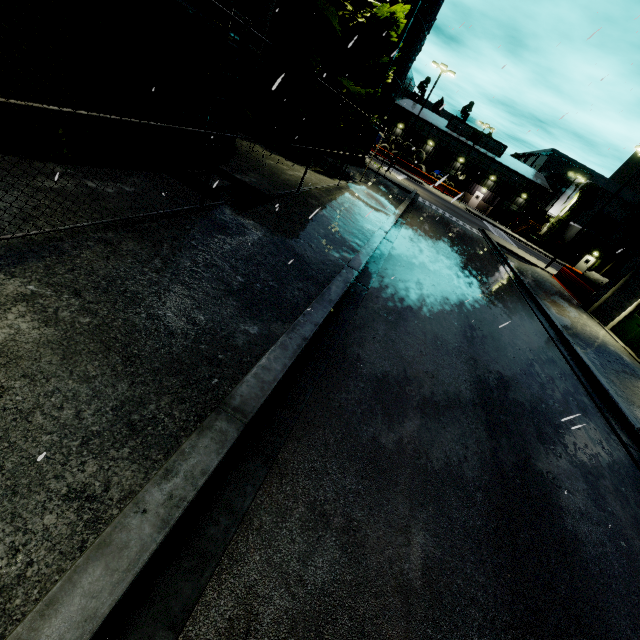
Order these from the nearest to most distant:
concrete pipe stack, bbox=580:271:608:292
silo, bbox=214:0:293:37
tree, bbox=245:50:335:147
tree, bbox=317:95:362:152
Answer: silo, bbox=214:0:293:37
tree, bbox=245:50:335:147
tree, bbox=317:95:362:152
concrete pipe stack, bbox=580:271:608:292

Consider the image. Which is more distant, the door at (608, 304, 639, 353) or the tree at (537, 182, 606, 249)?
the tree at (537, 182, 606, 249)

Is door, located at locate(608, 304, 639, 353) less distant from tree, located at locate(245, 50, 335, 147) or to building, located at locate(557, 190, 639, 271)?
building, located at locate(557, 190, 639, 271)

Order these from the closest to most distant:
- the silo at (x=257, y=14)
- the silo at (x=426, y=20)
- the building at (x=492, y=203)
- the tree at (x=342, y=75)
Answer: the silo at (x=257, y=14) < the tree at (x=342, y=75) < the silo at (x=426, y=20) < the building at (x=492, y=203)

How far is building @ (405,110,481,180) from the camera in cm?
5397

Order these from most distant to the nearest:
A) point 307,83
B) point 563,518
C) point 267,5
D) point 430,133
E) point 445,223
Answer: point 430,133, point 445,223, point 307,83, point 267,5, point 563,518

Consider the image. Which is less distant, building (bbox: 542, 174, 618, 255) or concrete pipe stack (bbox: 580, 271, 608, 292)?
concrete pipe stack (bbox: 580, 271, 608, 292)

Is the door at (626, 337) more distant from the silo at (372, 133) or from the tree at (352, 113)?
the tree at (352, 113)
